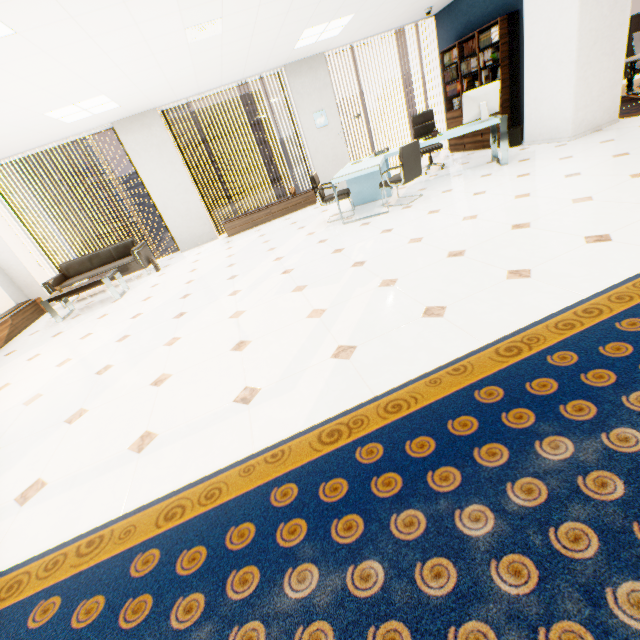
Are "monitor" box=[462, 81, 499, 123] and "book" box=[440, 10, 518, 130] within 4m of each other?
yes

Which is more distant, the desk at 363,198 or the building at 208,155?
the building at 208,155

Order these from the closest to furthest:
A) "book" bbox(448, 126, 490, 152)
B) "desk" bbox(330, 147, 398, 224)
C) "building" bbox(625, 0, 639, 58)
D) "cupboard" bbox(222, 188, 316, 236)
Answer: "desk" bbox(330, 147, 398, 224) → "book" bbox(448, 126, 490, 152) → "cupboard" bbox(222, 188, 316, 236) → "building" bbox(625, 0, 639, 58)

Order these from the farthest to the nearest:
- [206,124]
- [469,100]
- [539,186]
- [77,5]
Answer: [206,124]
[469,100]
[539,186]
[77,5]

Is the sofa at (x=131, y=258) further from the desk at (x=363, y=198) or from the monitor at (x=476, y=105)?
the monitor at (x=476, y=105)

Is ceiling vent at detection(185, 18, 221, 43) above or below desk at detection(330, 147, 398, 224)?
above

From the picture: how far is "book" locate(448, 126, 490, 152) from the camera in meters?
7.2 m

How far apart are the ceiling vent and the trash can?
5.6 meters
